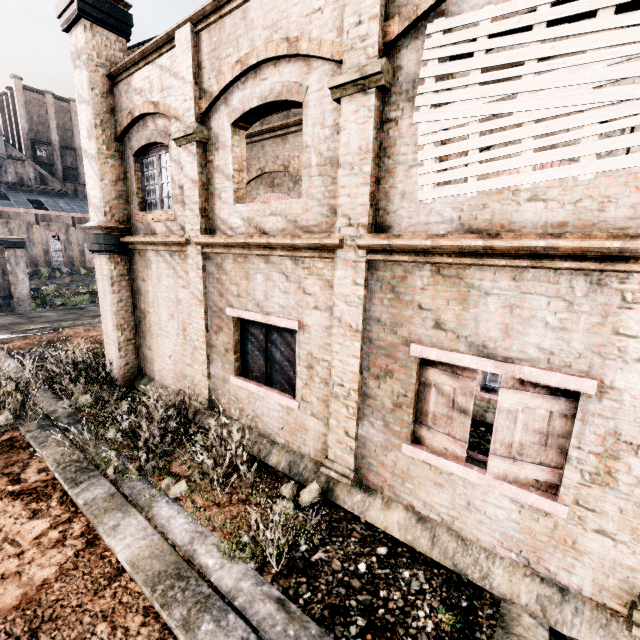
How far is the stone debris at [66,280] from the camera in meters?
43.6

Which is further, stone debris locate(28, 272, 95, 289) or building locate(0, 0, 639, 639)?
stone debris locate(28, 272, 95, 289)

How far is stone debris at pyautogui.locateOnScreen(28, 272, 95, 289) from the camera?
43.6m

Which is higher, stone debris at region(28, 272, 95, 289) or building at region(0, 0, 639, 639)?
building at region(0, 0, 639, 639)

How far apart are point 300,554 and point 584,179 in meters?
6.4 m

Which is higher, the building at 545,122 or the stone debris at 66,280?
the building at 545,122
